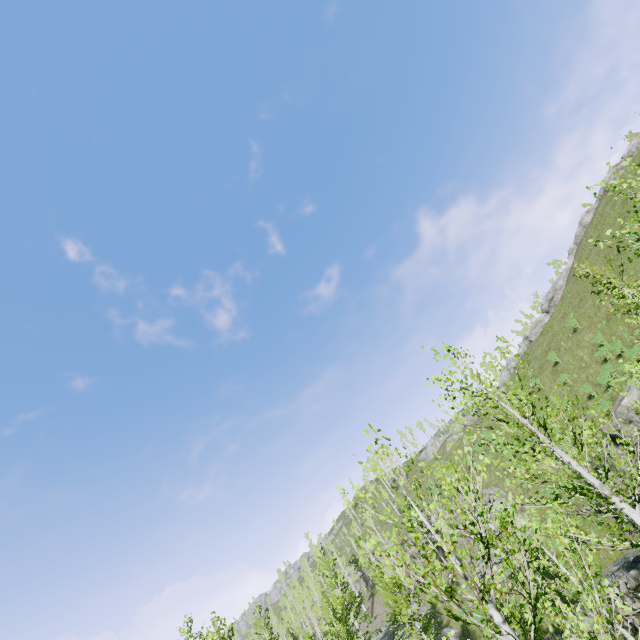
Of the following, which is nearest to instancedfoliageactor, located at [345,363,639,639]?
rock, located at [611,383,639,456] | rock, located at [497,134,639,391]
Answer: rock, located at [611,383,639,456]

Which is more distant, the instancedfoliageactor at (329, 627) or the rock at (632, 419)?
the instancedfoliageactor at (329, 627)

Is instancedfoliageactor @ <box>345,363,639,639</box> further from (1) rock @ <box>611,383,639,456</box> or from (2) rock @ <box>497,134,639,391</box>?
(2) rock @ <box>497,134,639,391</box>

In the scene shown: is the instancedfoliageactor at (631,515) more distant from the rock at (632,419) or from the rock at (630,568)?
the rock at (632,419)

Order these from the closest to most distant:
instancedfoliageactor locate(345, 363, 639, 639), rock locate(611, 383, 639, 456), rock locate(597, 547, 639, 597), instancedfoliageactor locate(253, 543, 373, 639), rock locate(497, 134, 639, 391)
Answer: instancedfoliageactor locate(345, 363, 639, 639) → rock locate(597, 547, 639, 597) → rock locate(611, 383, 639, 456) → instancedfoliageactor locate(253, 543, 373, 639) → rock locate(497, 134, 639, 391)

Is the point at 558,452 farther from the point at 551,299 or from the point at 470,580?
the point at 551,299

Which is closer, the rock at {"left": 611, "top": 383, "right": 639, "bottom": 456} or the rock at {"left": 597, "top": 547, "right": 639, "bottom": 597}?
the rock at {"left": 597, "top": 547, "right": 639, "bottom": 597}

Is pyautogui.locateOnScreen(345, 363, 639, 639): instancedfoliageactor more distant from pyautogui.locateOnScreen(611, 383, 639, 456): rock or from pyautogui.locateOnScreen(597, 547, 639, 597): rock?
pyautogui.locateOnScreen(611, 383, 639, 456): rock
